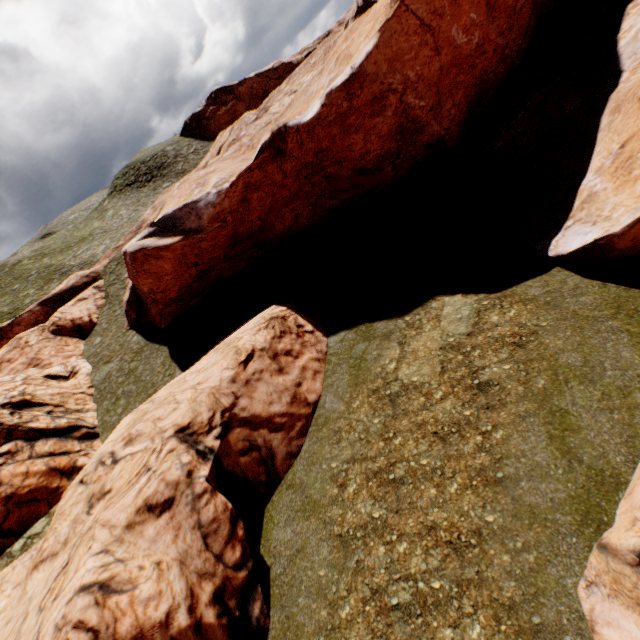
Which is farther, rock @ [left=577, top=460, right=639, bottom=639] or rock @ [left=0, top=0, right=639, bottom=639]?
rock @ [left=0, top=0, right=639, bottom=639]

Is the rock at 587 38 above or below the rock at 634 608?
above

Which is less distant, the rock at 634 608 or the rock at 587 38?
the rock at 634 608

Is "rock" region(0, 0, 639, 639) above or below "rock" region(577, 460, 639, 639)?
above

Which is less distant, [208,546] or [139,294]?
[208,546]
